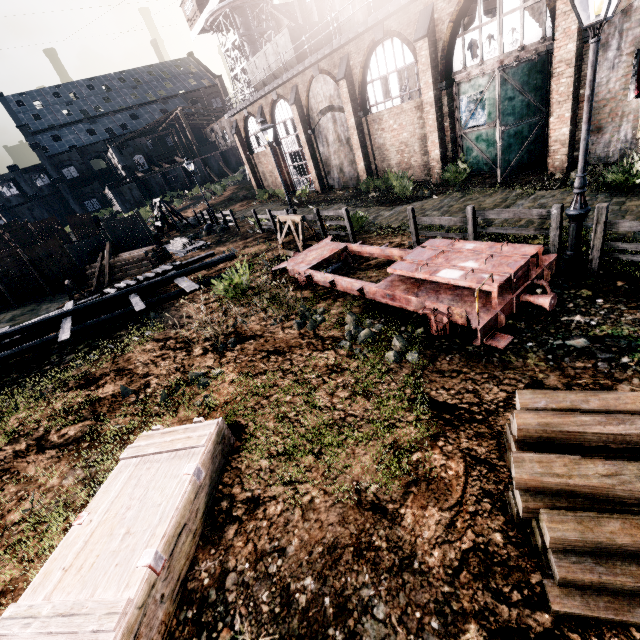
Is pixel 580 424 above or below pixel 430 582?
above

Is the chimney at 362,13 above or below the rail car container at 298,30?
below

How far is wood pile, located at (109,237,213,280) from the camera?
20.75m

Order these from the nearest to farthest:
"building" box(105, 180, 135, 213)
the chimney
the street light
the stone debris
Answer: the street light < the chimney < the stone debris < "building" box(105, 180, 135, 213)

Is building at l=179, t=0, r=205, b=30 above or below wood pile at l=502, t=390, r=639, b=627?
above

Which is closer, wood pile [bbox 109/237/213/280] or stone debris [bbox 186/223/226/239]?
wood pile [bbox 109/237/213/280]

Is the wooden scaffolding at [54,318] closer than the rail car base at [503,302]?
No

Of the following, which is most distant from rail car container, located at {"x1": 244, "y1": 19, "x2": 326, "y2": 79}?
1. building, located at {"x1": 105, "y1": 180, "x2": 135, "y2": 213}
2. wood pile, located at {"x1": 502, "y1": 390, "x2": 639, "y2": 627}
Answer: wood pile, located at {"x1": 502, "y1": 390, "x2": 639, "y2": 627}
